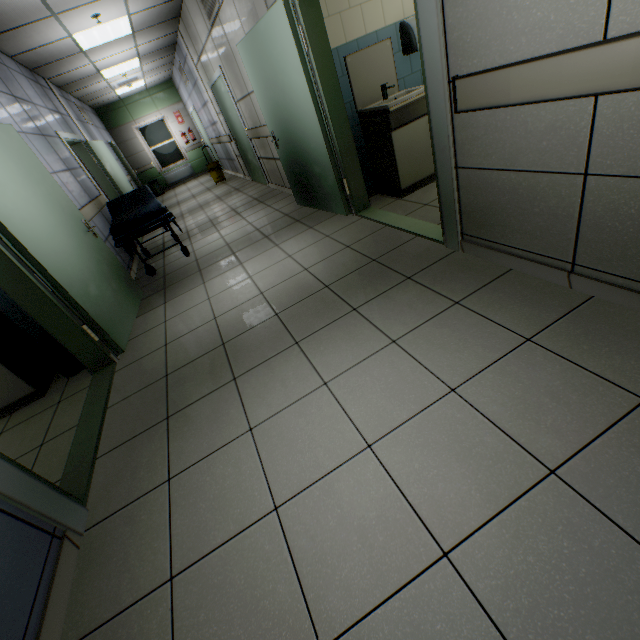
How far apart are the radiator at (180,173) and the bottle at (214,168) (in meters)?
4.09

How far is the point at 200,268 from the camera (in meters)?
4.32

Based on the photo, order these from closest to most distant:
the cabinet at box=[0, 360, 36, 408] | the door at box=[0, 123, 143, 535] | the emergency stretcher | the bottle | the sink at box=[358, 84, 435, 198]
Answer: the door at box=[0, 123, 143, 535] < the cabinet at box=[0, 360, 36, 408] < the sink at box=[358, 84, 435, 198] < the emergency stretcher < the bottle

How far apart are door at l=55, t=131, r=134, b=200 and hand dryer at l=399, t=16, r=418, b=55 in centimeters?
544cm

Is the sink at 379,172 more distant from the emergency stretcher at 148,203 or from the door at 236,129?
the door at 236,129

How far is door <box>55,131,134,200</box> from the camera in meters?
5.8

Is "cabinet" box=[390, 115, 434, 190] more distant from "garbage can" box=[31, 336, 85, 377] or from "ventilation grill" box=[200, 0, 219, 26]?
"garbage can" box=[31, 336, 85, 377]

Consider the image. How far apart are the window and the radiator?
0.1 meters
